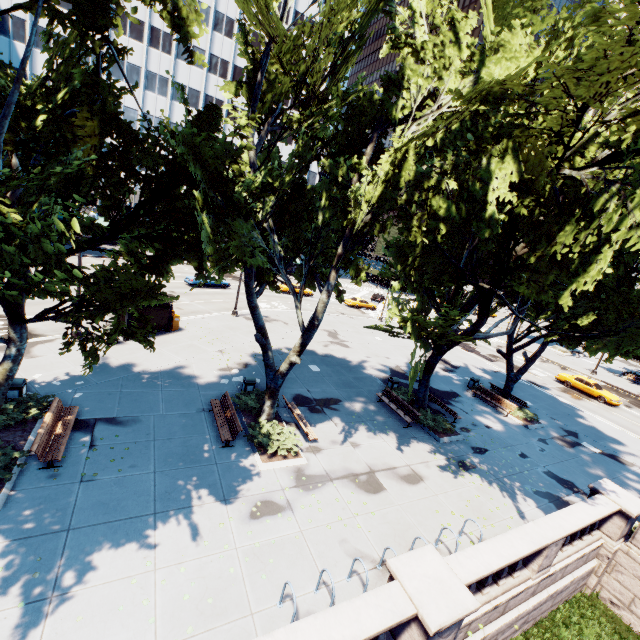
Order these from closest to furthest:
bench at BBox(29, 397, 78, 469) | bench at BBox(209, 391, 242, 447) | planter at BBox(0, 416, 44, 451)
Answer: bench at BBox(29, 397, 78, 469) → planter at BBox(0, 416, 44, 451) → bench at BBox(209, 391, 242, 447)

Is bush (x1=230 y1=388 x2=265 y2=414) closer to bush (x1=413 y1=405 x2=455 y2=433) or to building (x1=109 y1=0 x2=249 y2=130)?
bush (x1=413 y1=405 x2=455 y2=433)

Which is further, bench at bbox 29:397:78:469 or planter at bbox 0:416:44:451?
planter at bbox 0:416:44:451

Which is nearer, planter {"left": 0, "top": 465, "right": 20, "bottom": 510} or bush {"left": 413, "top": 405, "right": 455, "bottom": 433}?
planter {"left": 0, "top": 465, "right": 20, "bottom": 510}

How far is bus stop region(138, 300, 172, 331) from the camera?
20.17m

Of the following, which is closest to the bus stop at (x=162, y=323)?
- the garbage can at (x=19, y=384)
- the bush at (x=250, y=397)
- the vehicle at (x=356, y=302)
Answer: the garbage can at (x=19, y=384)

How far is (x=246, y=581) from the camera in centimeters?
810cm

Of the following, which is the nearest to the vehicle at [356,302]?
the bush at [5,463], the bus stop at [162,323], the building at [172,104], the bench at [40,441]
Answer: the building at [172,104]
